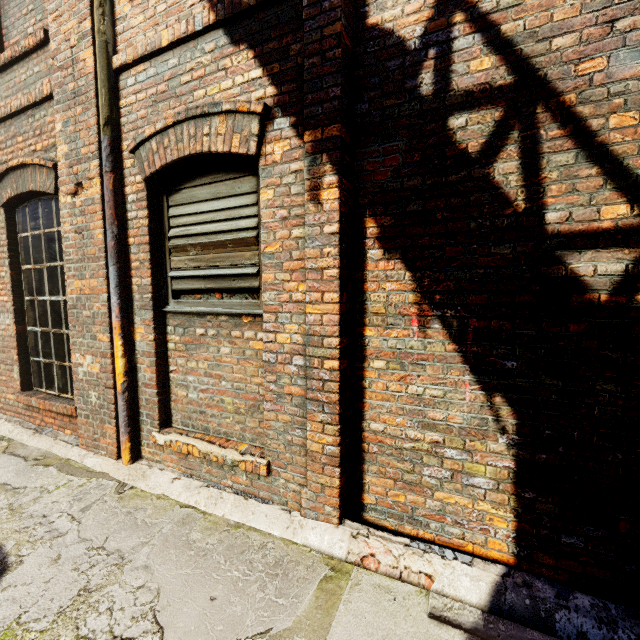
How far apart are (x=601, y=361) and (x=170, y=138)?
3.6 meters
